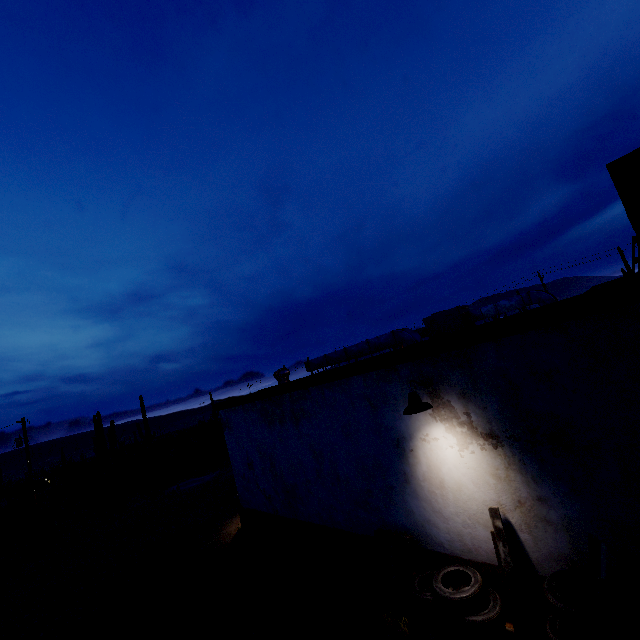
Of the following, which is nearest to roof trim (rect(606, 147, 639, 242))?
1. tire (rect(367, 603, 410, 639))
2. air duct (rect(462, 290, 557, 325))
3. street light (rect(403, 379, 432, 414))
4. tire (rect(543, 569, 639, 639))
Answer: street light (rect(403, 379, 432, 414))

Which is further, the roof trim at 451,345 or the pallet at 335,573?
the pallet at 335,573

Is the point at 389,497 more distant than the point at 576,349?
Yes

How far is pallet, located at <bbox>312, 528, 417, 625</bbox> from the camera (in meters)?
5.50

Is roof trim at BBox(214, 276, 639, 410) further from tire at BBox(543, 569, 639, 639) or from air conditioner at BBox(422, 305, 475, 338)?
tire at BBox(543, 569, 639, 639)

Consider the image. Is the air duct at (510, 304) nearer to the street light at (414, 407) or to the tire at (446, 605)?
the street light at (414, 407)

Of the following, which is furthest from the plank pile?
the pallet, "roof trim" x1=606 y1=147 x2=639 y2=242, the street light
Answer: the street light

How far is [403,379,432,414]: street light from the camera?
4.64m
